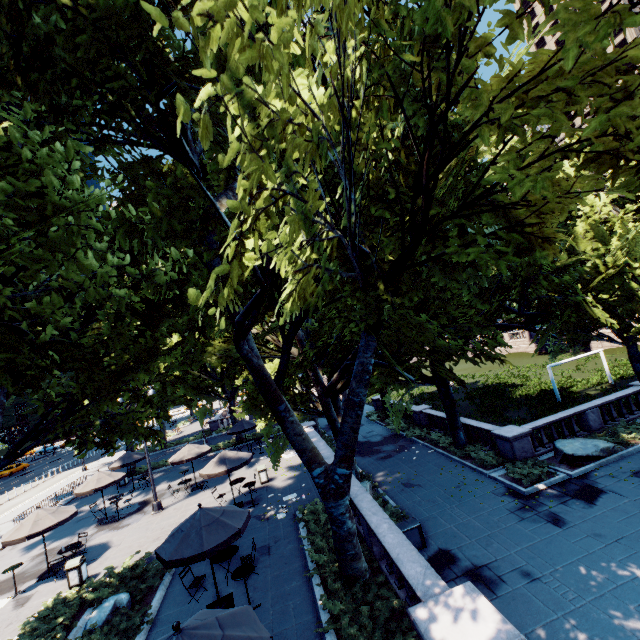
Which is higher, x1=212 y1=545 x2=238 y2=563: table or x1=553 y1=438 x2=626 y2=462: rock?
x1=212 y1=545 x2=238 y2=563: table

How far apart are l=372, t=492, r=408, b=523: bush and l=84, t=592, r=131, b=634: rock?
9.1 meters

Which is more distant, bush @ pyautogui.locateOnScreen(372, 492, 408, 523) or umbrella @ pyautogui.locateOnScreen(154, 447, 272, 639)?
bush @ pyautogui.locateOnScreen(372, 492, 408, 523)

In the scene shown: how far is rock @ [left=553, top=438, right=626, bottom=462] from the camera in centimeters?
1566cm

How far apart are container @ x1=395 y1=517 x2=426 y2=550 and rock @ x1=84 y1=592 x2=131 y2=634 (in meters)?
9.21

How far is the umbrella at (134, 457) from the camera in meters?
24.2

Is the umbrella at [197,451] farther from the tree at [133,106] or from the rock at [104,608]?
the rock at [104,608]

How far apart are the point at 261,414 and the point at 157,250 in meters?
10.5
